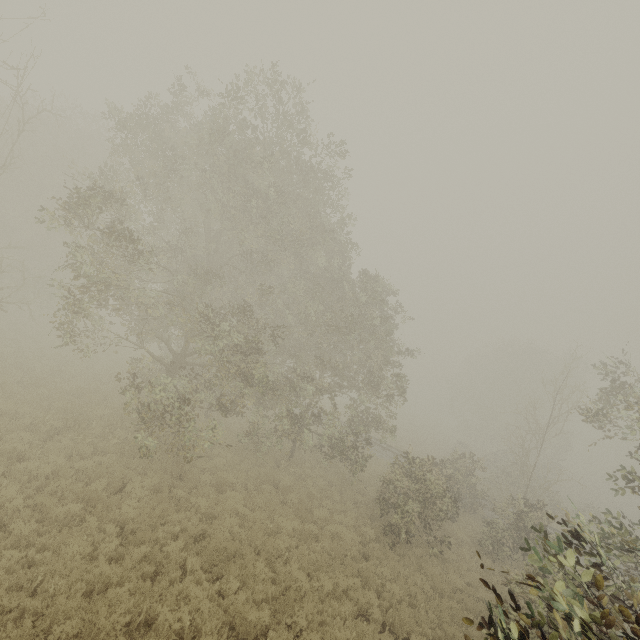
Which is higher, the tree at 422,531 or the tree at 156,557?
the tree at 422,531

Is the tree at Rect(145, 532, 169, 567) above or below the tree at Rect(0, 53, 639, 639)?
below

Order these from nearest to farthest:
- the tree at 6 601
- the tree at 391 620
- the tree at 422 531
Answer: the tree at 6 601, the tree at 422 531, the tree at 391 620

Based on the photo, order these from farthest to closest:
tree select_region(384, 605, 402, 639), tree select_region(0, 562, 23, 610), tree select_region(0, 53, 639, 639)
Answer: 1. tree select_region(384, 605, 402, 639)
2. tree select_region(0, 53, 639, 639)
3. tree select_region(0, 562, 23, 610)

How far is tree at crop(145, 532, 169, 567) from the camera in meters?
8.3 m

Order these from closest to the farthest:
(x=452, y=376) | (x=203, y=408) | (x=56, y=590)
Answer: (x=56, y=590) < (x=203, y=408) < (x=452, y=376)

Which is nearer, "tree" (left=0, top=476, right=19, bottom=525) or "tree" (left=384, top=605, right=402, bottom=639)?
"tree" (left=0, top=476, right=19, bottom=525)
